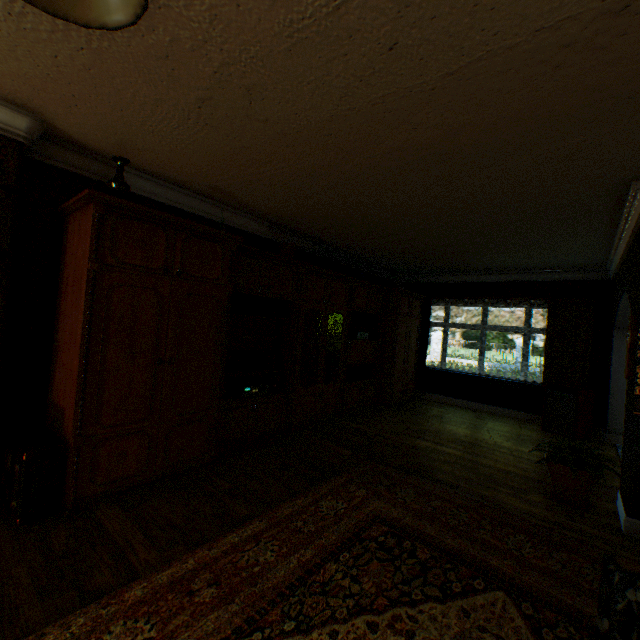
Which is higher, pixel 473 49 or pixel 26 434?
pixel 473 49

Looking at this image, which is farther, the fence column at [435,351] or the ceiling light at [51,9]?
the fence column at [435,351]

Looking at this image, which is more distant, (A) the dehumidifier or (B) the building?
(A) the dehumidifier

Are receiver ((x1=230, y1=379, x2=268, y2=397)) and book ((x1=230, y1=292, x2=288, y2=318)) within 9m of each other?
yes

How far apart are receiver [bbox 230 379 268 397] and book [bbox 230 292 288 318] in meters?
0.9

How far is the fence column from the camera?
24.1 meters

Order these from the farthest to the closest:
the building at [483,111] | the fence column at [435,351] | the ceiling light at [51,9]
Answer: the fence column at [435,351] → the building at [483,111] → the ceiling light at [51,9]

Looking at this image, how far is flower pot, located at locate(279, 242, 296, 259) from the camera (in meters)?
4.93
